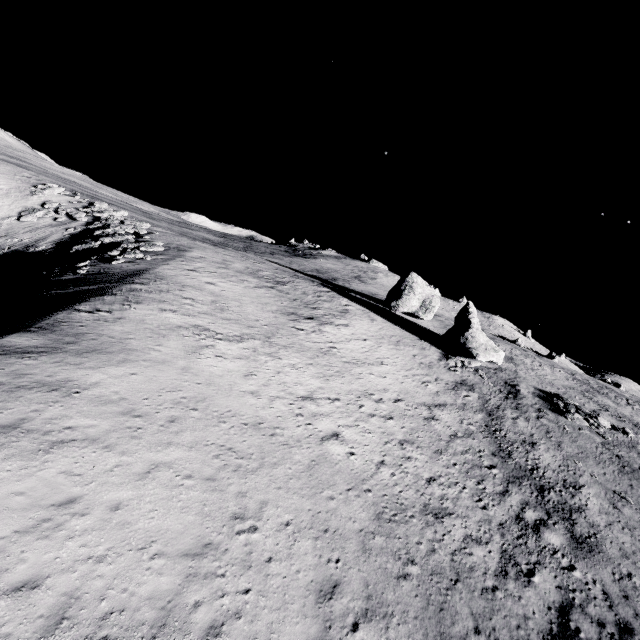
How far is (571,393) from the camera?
35.56m

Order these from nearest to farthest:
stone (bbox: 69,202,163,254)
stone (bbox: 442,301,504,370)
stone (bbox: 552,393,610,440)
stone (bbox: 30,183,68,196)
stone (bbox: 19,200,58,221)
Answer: stone (bbox: 552,393,610,440)
stone (bbox: 69,202,163,254)
stone (bbox: 442,301,504,370)
stone (bbox: 19,200,58,221)
stone (bbox: 30,183,68,196)

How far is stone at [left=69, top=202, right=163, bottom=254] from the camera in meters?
31.9

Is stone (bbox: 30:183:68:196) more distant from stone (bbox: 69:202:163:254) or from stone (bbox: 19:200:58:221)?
stone (bbox: 69:202:163:254)

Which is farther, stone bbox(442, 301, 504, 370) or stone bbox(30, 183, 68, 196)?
stone bbox(30, 183, 68, 196)

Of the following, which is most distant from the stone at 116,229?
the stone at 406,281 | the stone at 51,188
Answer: the stone at 406,281

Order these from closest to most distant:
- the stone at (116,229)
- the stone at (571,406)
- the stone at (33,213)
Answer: the stone at (571,406)
the stone at (116,229)
the stone at (33,213)

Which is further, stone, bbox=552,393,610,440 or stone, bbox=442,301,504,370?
stone, bbox=442,301,504,370
